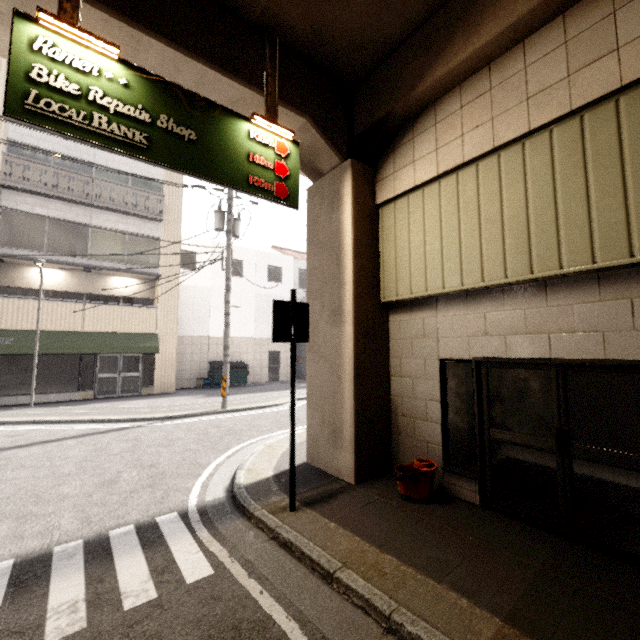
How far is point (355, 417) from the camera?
5.2m

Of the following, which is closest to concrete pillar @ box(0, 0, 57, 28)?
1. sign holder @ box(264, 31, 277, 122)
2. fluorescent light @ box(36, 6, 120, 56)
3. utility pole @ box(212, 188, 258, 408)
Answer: sign holder @ box(264, 31, 277, 122)

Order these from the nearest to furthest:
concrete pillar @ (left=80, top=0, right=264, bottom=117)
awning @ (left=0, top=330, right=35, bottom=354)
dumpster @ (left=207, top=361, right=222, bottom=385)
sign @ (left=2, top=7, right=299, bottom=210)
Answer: sign @ (left=2, top=7, right=299, bottom=210) < concrete pillar @ (left=80, top=0, right=264, bottom=117) < awning @ (left=0, top=330, right=35, bottom=354) < dumpster @ (left=207, top=361, right=222, bottom=385)

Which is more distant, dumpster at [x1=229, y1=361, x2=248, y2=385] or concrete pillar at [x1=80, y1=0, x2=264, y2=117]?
dumpster at [x1=229, y1=361, x2=248, y2=385]

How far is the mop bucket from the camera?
4.5 meters

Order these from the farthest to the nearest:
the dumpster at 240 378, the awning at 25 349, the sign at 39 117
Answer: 1. the dumpster at 240 378
2. the awning at 25 349
3. the sign at 39 117

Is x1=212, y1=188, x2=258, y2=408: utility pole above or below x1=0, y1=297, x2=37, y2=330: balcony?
above

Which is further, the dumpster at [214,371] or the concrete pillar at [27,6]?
the dumpster at [214,371]
